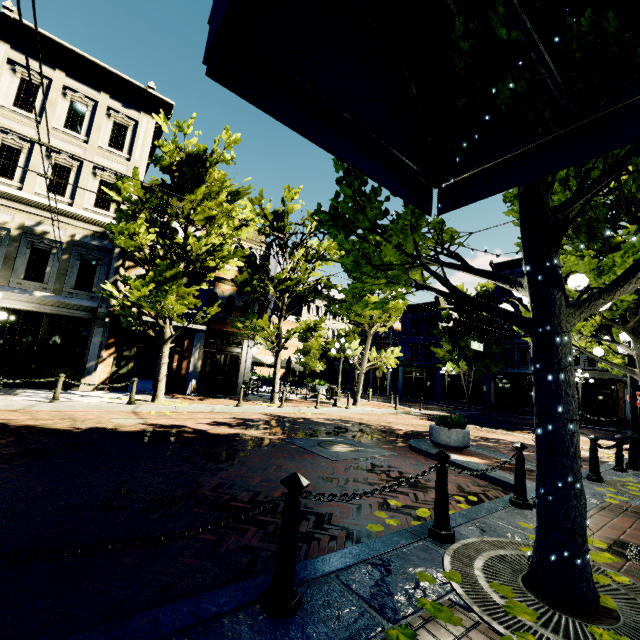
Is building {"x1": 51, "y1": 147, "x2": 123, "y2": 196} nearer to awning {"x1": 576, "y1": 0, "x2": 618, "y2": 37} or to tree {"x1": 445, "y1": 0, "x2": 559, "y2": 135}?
tree {"x1": 445, "y1": 0, "x2": 559, "y2": 135}

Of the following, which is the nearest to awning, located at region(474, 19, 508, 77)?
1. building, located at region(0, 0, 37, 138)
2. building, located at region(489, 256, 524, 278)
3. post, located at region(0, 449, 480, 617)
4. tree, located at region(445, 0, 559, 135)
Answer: tree, located at region(445, 0, 559, 135)

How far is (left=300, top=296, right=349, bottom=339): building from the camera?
45.8m

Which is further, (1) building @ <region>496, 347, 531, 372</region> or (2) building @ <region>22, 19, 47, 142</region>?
(1) building @ <region>496, 347, 531, 372</region>

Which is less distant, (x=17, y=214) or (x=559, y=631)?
(x=559, y=631)

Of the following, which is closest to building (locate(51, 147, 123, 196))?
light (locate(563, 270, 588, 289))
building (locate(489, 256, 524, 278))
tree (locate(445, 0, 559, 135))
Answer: tree (locate(445, 0, 559, 135))

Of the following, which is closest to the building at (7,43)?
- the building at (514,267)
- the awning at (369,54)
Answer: the building at (514,267)

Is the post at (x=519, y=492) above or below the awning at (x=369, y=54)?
below
